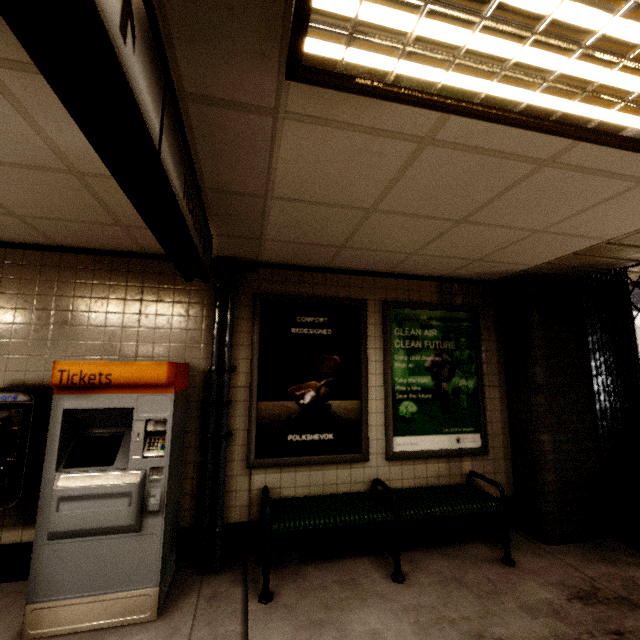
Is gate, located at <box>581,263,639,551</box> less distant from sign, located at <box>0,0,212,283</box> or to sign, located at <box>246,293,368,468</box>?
sign, located at <box>246,293,368,468</box>

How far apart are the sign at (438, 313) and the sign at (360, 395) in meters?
0.2

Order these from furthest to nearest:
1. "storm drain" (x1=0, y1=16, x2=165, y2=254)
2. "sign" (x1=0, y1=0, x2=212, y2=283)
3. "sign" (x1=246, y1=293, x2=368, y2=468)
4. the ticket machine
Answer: "sign" (x1=246, y1=293, x2=368, y2=468), the ticket machine, "storm drain" (x1=0, y1=16, x2=165, y2=254), "sign" (x1=0, y1=0, x2=212, y2=283)

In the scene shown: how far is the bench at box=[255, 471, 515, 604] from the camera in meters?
2.7

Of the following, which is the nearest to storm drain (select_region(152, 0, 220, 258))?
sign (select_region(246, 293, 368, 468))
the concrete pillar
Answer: sign (select_region(246, 293, 368, 468))

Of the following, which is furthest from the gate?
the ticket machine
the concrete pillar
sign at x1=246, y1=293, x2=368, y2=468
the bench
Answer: the ticket machine

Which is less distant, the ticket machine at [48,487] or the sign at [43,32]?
the sign at [43,32]

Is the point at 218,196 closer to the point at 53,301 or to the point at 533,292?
the point at 53,301
